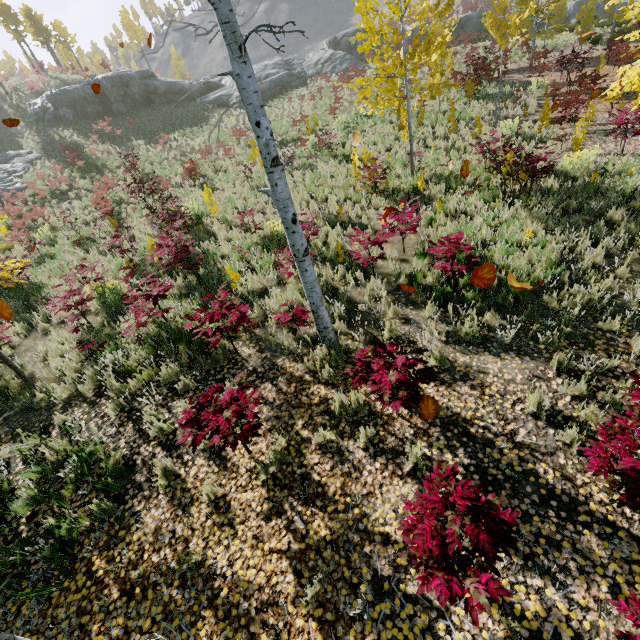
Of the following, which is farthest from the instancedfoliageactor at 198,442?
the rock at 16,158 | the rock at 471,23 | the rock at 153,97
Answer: the rock at 153,97

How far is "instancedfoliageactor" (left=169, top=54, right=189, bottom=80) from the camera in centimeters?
4365cm

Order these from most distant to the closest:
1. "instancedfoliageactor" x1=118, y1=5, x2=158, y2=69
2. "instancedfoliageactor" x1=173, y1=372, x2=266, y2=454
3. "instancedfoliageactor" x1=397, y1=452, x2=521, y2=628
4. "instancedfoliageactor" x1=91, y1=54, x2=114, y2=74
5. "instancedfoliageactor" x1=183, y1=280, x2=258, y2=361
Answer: "instancedfoliageactor" x1=118, y1=5, x2=158, y2=69
"instancedfoliageactor" x1=91, y1=54, x2=114, y2=74
"instancedfoliageactor" x1=183, y1=280, x2=258, y2=361
"instancedfoliageactor" x1=173, y1=372, x2=266, y2=454
"instancedfoliageactor" x1=397, y1=452, x2=521, y2=628

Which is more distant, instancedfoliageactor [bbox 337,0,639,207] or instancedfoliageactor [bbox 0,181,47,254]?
instancedfoliageactor [bbox 0,181,47,254]

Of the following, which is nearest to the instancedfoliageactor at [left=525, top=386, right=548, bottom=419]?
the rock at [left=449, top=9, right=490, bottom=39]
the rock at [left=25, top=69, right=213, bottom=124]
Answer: the rock at [left=449, top=9, right=490, bottom=39]

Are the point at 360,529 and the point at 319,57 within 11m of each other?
no

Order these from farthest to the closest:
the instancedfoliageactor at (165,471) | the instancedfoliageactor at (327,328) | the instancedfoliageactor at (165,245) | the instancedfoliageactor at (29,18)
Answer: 1. the instancedfoliageactor at (29,18)
2. the instancedfoliageactor at (165,245)
3. the instancedfoliageactor at (165,471)
4. the instancedfoliageactor at (327,328)
